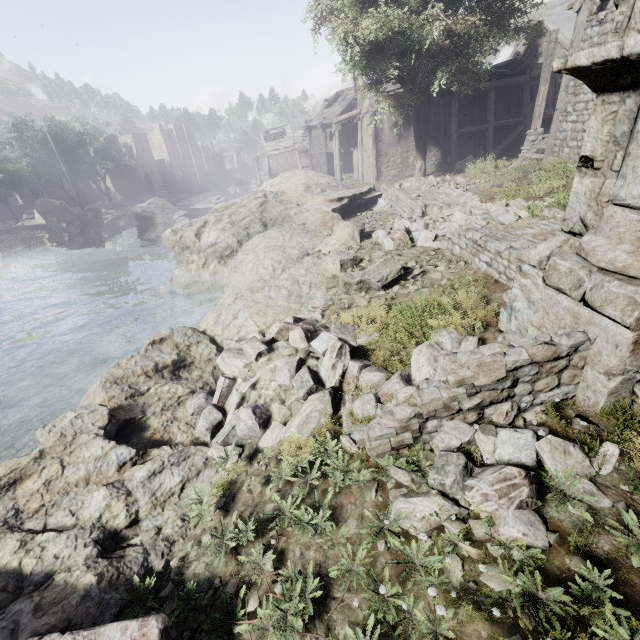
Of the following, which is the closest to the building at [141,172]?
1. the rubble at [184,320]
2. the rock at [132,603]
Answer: the rock at [132,603]

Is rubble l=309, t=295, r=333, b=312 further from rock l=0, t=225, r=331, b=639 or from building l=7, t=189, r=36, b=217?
building l=7, t=189, r=36, b=217

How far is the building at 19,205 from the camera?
48.8m

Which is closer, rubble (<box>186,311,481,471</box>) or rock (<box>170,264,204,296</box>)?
rubble (<box>186,311,481,471</box>)

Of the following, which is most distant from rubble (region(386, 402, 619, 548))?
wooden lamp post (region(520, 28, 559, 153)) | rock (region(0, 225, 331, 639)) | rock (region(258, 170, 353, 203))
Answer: wooden lamp post (region(520, 28, 559, 153))

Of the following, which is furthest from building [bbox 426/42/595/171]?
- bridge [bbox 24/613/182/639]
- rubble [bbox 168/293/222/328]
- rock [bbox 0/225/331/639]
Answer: rubble [bbox 168/293/222/328]

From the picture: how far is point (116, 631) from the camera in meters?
2.2

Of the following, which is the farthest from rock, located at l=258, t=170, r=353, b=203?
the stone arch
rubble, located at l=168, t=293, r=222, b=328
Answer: the stone arch
